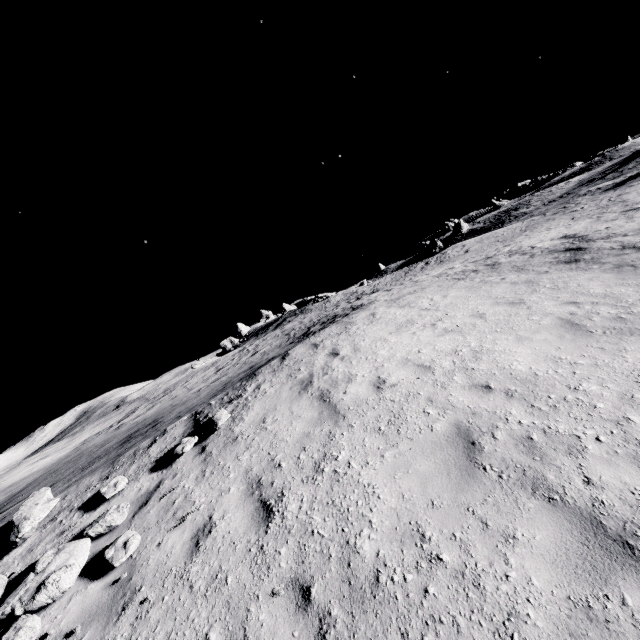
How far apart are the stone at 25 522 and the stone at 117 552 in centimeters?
134cm

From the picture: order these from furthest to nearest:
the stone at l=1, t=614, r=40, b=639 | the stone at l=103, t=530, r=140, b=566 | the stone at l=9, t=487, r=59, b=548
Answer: the stone at l=9, t=487, r=59, b=548
the stone at l=103, t=530, r=140, b=566
the stone at l=1, t=614, r=40, b=639

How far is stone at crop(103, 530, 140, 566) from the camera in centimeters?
475cm

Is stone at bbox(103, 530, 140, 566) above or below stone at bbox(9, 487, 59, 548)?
below

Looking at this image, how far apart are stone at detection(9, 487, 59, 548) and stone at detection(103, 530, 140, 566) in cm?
134

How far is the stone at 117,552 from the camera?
4.8 meters

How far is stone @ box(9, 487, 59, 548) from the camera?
5.95m

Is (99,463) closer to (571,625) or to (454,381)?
(454,381)
